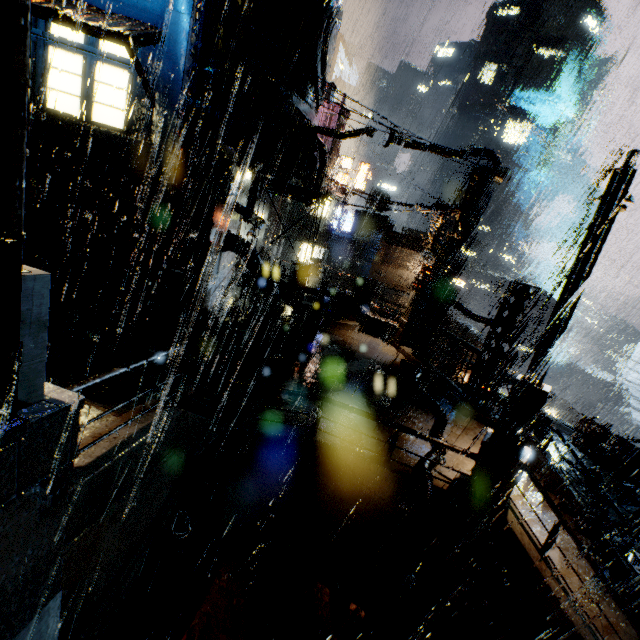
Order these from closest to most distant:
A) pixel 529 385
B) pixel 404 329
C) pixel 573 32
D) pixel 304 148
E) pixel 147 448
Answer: pixel 147 448 → pixel 529 385 → pixel 304 148 → pixel 404 329 → pixel 573 32

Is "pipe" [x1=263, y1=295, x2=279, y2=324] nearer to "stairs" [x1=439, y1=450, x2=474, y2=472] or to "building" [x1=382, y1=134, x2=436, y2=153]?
"building" [x1=382, y1=134, x2=436, y2=153]

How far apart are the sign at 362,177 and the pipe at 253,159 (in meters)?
24.21

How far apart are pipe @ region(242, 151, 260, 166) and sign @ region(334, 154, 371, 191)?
24.21m

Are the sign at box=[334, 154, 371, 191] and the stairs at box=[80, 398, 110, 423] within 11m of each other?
no

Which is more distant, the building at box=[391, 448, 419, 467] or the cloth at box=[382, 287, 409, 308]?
the cloth at box=[382, 287, 409, 308]

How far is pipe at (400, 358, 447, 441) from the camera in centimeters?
948cm

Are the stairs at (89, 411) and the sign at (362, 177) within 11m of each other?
no
